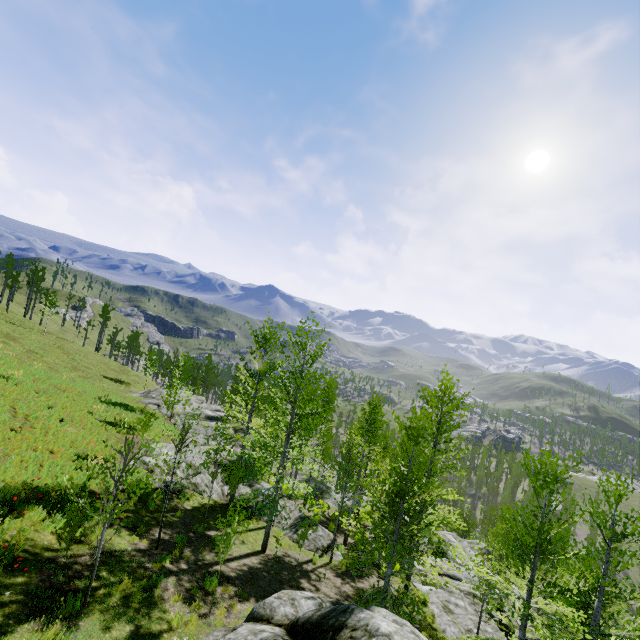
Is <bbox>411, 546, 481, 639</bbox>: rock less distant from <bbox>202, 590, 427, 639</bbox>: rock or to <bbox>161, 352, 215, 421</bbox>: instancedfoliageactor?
<bbox>161, 352, 215, 421</bbox>: instancedfoliageactor

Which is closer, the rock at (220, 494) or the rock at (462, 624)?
the rock at (462, 624)

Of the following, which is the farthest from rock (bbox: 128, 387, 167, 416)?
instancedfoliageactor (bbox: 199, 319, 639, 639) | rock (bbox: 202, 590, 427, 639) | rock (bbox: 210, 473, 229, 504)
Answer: rock (bbox: 210, 473, 229, 504)

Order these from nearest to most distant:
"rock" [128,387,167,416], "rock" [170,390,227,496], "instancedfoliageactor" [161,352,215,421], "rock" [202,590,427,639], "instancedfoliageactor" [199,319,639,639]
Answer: "rock" [202,590,427,639] → "instancedfoliageactor" [199,319,639,639] → "rock" [170,390,227,496] → "instancedfoliageactor" [161,352,215,421] → "rock" [128,387,167,416]

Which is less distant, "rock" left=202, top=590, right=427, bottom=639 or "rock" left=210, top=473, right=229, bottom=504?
"rock" left=202, top=590, right=427, bottom=639

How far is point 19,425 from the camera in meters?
14.3

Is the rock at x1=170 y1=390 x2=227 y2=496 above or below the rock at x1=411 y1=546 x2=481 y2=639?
above

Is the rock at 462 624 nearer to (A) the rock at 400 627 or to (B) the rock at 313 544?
(A) the rock at 400 627
